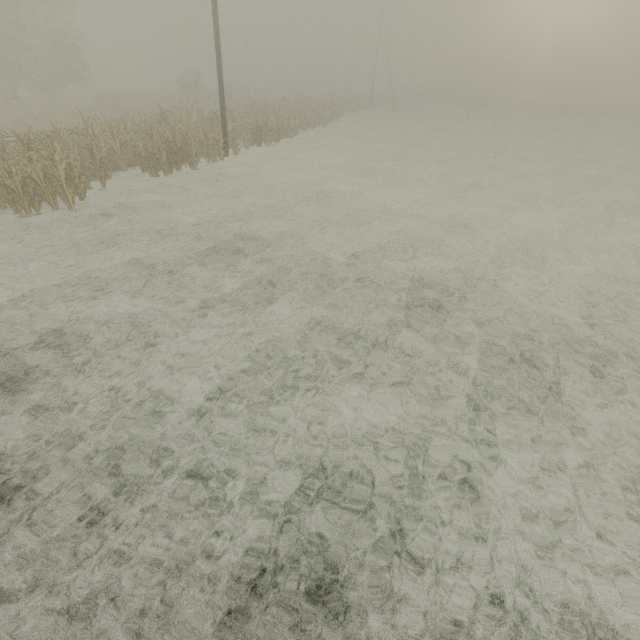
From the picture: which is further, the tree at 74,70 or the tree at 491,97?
the tree at 491,97

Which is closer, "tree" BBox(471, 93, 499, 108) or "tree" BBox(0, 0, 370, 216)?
"tree" BBox(0, 0, 370, 216)

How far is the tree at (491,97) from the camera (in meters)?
57.69

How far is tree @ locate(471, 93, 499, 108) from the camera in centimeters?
5769cm

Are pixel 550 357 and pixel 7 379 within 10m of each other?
yes
